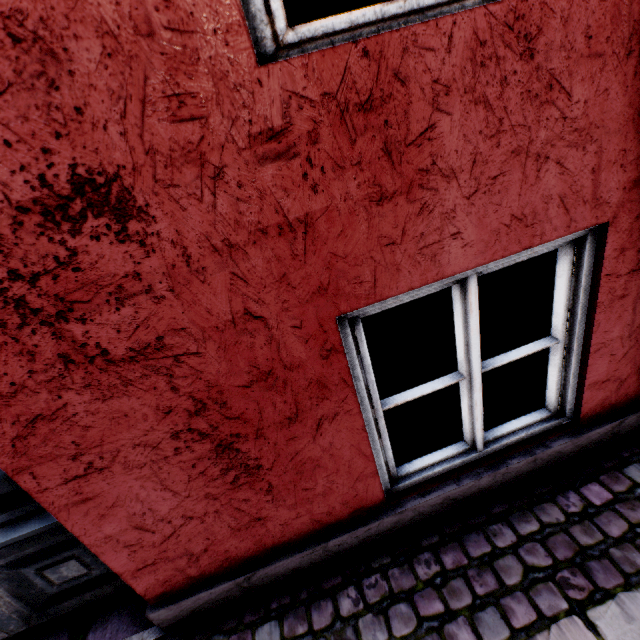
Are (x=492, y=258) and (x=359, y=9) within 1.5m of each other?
no
